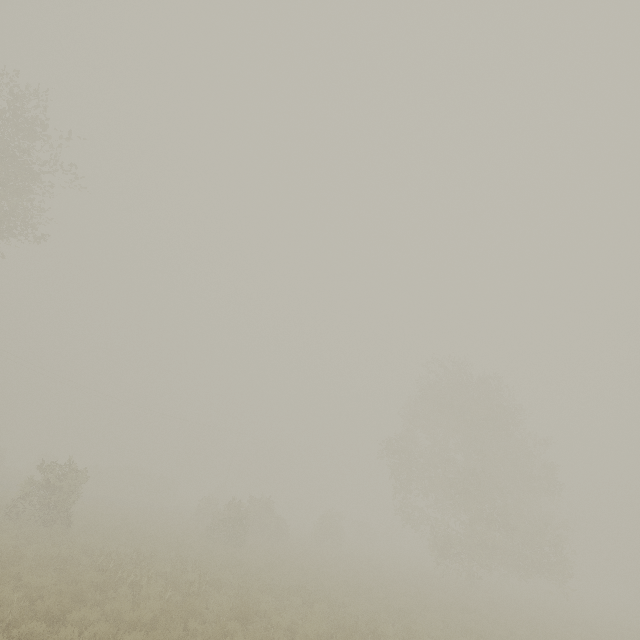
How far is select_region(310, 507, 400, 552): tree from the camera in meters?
32.0 m

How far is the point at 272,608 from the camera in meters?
11.3 m

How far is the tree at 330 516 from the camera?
32.0m

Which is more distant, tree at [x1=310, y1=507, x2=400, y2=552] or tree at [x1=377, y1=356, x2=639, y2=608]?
tree at [x1=310, y1=507, x2=400, y2=552]

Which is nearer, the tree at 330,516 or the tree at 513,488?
the tree at 513,488
